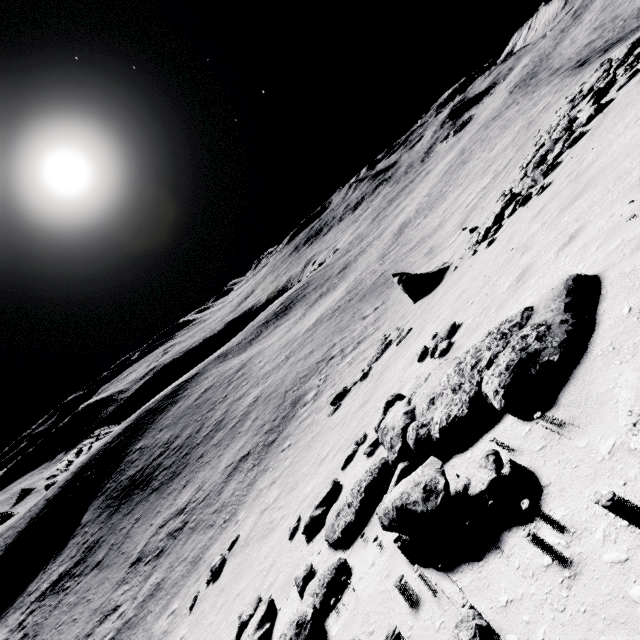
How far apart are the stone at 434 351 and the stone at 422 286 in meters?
10.3 m

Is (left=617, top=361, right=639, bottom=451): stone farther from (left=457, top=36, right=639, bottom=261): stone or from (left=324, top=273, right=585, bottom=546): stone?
(left=457, top=36, right=639, bottom=261): stone

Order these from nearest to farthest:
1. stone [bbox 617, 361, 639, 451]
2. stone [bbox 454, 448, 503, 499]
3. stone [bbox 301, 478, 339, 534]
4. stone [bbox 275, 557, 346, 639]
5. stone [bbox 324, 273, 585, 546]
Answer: stone [bbox 617, 361, 639, 451] < stone [bbox 454, 448, 503, 499] < stone [bbox 324, 273, 585, 546] < stone [bbox 275, 557, 346, 639] < stone [bbox 301, 478, 339, 534]

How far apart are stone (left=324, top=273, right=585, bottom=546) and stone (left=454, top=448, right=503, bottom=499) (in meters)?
0.64

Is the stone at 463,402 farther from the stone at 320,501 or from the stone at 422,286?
the stone at 422,286

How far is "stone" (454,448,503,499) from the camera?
2.7m

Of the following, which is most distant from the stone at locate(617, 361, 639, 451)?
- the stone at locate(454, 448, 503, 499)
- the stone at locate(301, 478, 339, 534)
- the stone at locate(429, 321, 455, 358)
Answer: the stone at locate(301, 478, 339, 534)

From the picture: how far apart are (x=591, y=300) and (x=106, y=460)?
62.6m
